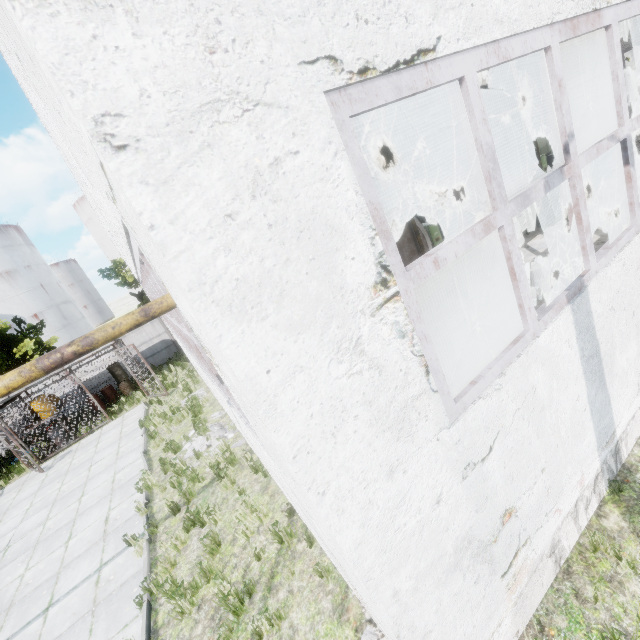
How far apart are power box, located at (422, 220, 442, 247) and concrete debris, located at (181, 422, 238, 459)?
8.79m

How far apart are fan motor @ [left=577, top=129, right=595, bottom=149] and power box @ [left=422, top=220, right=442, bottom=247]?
13.9 meters

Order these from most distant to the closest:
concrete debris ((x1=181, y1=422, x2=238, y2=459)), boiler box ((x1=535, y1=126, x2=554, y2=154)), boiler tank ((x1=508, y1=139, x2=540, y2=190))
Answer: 1. boiler box ((x1=535, y1=126, x2=554, y2=154))
2. boiler tank ((x1=508, y1=139, x2=540, y2=190))
3. concrete debris ((x1=181, y1=422, x2=238, y2=459))

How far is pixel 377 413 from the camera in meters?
2.2

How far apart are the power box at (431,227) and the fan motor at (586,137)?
13.9 meters

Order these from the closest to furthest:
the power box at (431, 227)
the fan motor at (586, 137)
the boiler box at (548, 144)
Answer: the power box at (431, 227) < the boiler box at (548, 144) < the fan motor at (586, 137)

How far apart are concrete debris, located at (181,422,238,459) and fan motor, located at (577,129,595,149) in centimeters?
2320cm

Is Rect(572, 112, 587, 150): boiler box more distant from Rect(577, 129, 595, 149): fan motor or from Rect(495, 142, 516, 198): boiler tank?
Rect(495, 142, 516, 198): boiler tank
